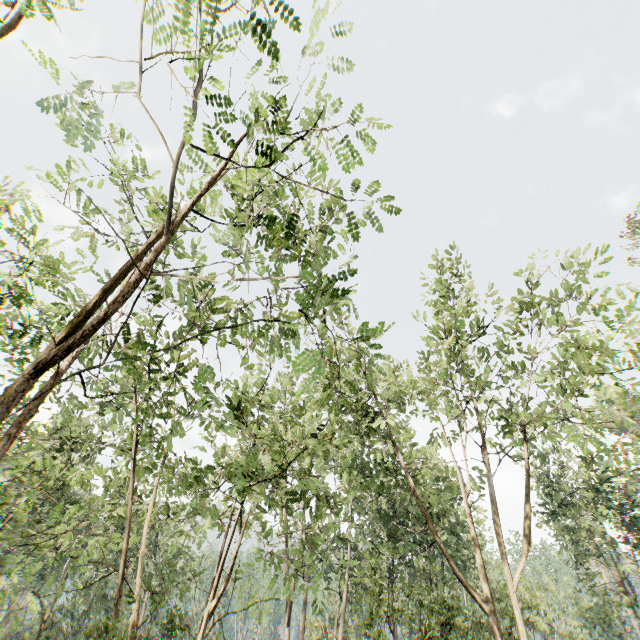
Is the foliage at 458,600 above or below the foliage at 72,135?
below

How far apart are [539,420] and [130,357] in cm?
1199

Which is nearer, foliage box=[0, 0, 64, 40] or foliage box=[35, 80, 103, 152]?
foliage box=[35, 80, 103, 152]

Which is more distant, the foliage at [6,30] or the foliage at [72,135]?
the foliage at [6,30]

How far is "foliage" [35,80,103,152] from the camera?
3.4 meters

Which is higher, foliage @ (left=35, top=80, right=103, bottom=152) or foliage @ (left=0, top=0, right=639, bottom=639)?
foliage @ (left=35, top=80, right=103, bottom=152)
